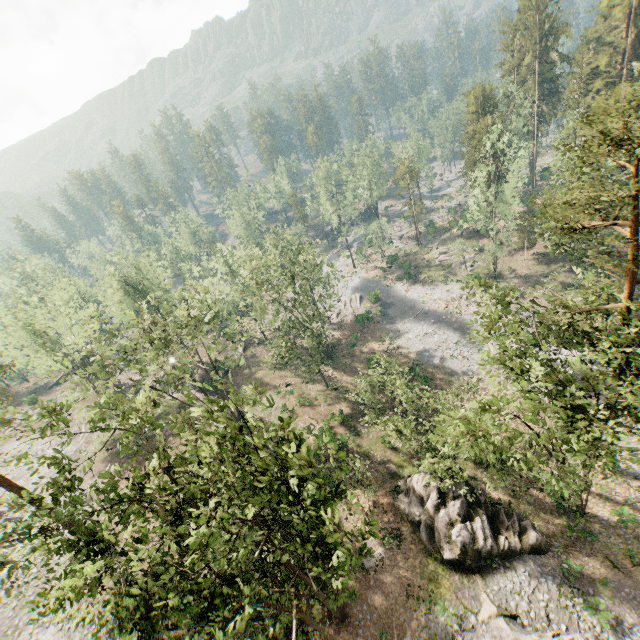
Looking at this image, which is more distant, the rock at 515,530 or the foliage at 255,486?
the rock at 515,530

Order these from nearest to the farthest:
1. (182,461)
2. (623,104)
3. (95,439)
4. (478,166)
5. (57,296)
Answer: (623,104) → (182,461) → (57,296) → (95,439) → (478,166)

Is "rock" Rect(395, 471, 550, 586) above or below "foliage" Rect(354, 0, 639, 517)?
below

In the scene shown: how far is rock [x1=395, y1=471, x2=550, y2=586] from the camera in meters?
22.1

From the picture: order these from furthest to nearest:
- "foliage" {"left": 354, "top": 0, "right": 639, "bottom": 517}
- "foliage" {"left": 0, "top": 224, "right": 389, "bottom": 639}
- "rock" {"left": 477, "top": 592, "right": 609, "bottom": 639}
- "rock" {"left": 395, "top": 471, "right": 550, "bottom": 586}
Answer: "rock" {"left": 395, "top": 471, "right": 550, "bottom": 586} < "rock" {"left": 477, "top": 592, "right": 609, "bottom": 639} < "foliage" {"left": 354, "top": 0, "right": 639, "bottom": 517} < "foliage" {"left": 0, "top": 224, "right": 389, "bottom": 639}

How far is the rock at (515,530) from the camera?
22.06m

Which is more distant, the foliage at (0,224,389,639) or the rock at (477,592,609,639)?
the rock at (477,592,609,639)

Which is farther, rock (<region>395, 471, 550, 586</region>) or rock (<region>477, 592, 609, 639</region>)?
rock (<region>395, 471, 550, 586</region>)
